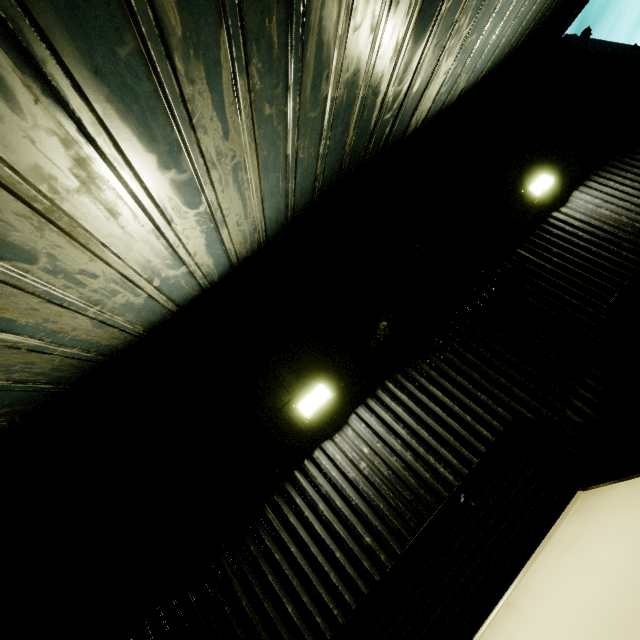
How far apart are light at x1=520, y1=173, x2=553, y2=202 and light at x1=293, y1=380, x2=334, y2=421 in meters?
4.5 m

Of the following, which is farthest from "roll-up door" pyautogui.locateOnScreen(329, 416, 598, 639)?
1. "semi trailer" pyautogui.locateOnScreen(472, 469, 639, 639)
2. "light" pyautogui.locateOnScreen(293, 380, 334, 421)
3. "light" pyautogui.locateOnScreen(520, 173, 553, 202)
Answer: "light" pyautogui.locateOnScreen(520, 173, 553, 202)

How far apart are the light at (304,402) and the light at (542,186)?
4.52m

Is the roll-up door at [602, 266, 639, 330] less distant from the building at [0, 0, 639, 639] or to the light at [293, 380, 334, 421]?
the building at [0, 0, 639, 639]

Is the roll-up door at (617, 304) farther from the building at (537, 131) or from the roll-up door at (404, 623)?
the roll-up door at (404, 623)

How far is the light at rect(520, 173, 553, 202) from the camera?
5.2m

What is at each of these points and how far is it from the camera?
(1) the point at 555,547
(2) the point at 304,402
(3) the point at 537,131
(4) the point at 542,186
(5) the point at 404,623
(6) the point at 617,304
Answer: (1) semi trailer, 2.77m
(2) light, 4.03m
(3) building, 6.09m
(4) light, 5.16m
(5) roll-up door, 3.16m
(6) roll-up door, 4.48m

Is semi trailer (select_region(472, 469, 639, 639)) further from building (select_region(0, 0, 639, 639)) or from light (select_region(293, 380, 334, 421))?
light (select_region(293, 380, 334, 421))
